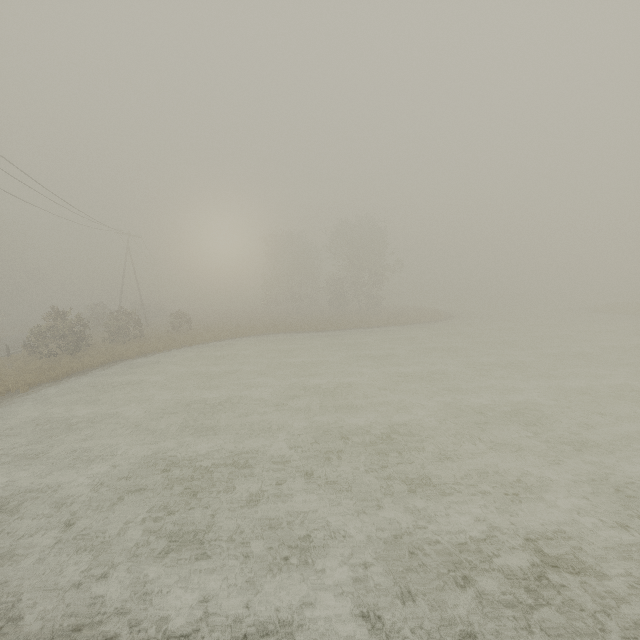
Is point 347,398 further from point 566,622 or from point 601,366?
point 601,366
